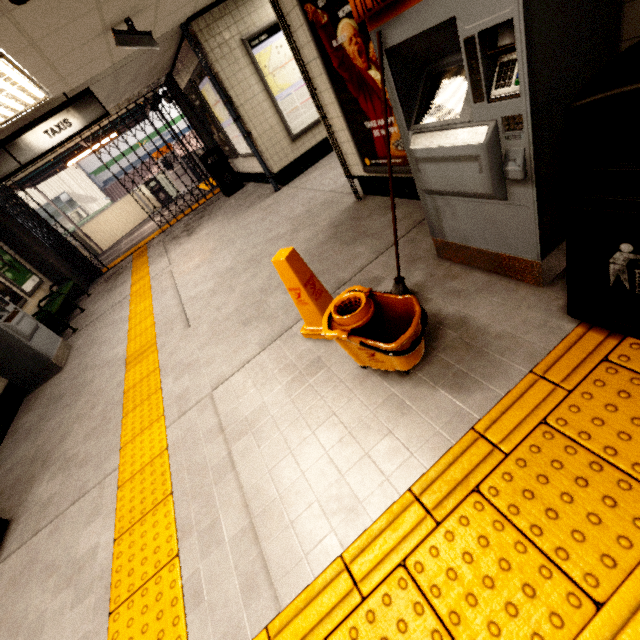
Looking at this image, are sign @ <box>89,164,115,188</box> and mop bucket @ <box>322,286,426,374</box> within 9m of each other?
no

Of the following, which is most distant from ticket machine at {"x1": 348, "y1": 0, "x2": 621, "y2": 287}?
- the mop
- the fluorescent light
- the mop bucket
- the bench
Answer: the bench

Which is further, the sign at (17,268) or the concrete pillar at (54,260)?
the concrete pillar at (54,260)

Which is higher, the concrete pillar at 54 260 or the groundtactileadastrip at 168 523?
the concrete pillar at 54 260

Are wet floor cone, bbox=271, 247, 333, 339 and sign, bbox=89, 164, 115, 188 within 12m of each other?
no

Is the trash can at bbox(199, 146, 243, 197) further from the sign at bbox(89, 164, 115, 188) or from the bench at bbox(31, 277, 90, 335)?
the sign at bbox(89, 164, 115, 188)

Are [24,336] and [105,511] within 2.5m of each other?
no

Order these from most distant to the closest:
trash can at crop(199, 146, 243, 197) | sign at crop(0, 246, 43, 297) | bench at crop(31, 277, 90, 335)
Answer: trash can at crop(199, 146, 243, 197) → sign at crop(0, 246, 43, 297) → bench at crop(31, 277, 90, 335)
